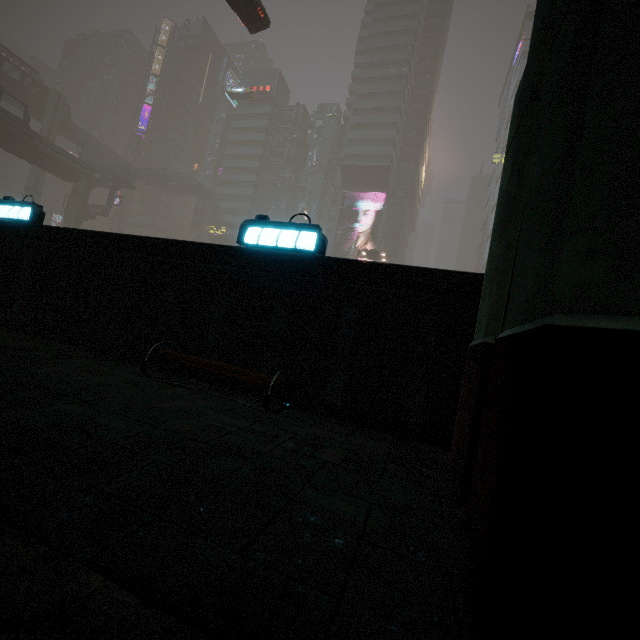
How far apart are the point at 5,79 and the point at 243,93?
35.8 meters

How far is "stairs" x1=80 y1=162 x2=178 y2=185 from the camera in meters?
45.9

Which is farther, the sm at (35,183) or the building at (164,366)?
the sm at (35,183)

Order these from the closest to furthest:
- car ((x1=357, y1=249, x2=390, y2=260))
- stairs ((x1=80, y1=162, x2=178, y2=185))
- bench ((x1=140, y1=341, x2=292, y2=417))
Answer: bench ((x1=140, y1=341, x2=292, y2=417))
car ((x1=357, y1=249, x2=390, y2=260))
stairs ((x1=80, y1=162, x2=178, y2=185))

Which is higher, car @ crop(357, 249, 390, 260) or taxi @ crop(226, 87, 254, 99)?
taxi @ crop(226, 87, 254, 99)

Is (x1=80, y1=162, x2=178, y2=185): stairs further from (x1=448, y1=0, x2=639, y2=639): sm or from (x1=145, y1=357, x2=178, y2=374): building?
(x1=448, y1=0, x2=639, y2=639): sm

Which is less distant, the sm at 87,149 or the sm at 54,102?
the sm at 87,149

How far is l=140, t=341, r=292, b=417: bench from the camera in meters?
3.2
